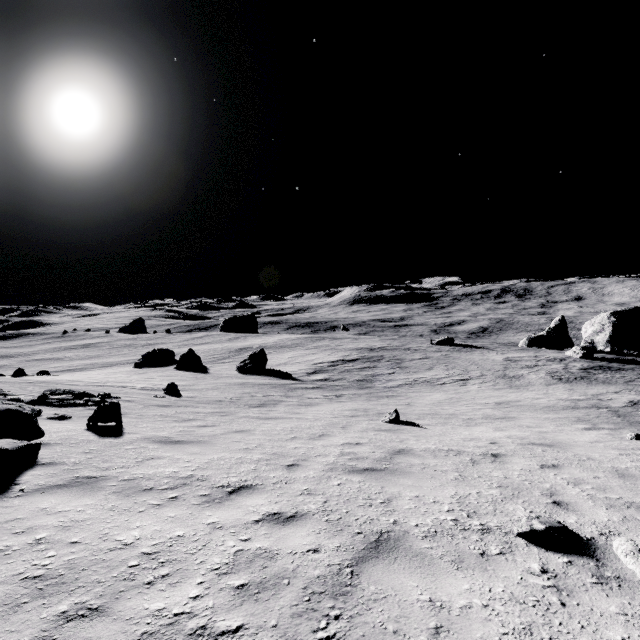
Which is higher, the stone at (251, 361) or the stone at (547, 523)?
the stone at (547, 523)

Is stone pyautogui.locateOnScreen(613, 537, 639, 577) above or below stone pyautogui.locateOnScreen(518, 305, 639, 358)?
above

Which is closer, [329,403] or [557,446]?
[557,446]

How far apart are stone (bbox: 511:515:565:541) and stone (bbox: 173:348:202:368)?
32.7 meters

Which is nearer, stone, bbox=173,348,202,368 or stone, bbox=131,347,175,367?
stone, bbox=173,348,202,368

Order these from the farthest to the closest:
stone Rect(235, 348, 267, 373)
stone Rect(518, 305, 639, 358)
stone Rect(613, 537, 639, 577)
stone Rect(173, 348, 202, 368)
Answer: stone Rect(518, 305, 639, 358)
stone Rect(173, 348, 202, 368)
stone Rect(235, 348, 267, 373)
stone Rect(613, 537, 639, 577)

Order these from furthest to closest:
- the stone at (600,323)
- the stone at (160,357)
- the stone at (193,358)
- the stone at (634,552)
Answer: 1. the stone at (160,357)
2. the stone at (600,323)
3. the stone at (193,358)
4. the stone at (634,552)

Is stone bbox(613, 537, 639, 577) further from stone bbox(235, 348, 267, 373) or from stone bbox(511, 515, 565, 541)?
stone bbox(235, 348, 267, 373)
